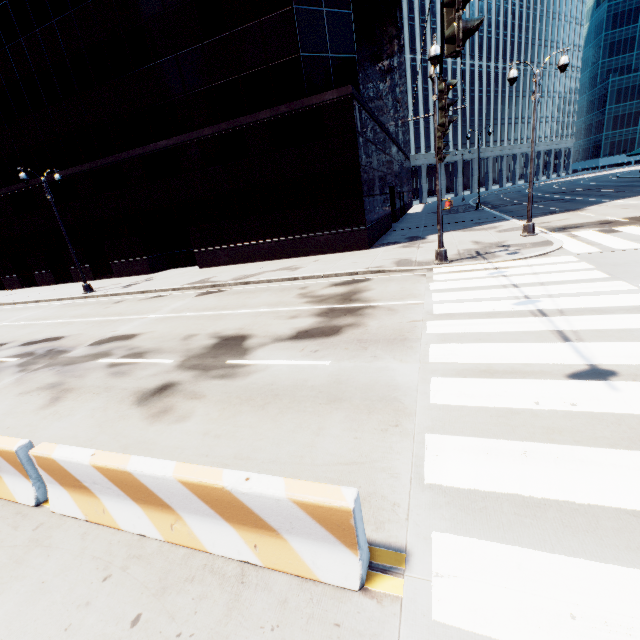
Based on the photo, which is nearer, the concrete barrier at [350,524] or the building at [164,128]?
the concrete barrier at [350,524]

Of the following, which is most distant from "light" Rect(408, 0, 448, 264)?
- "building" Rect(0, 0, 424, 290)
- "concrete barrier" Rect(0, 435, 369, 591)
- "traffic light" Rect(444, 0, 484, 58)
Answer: "building" Rect(0, 0, 424, 290)

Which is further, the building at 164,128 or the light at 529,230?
the building at 164,128

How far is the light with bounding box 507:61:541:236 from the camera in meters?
13.9

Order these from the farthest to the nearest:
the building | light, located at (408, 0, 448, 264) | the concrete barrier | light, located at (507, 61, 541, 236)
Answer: the building
light, located at (507, 61, 541, 236)
light, located at (408, 0, 448, 264)
the concrete barrier

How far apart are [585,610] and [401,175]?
45.40m

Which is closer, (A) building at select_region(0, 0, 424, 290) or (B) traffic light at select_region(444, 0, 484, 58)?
(B) traffic light at select_region(444, 0, 484, 58)

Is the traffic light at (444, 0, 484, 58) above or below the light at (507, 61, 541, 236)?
above
